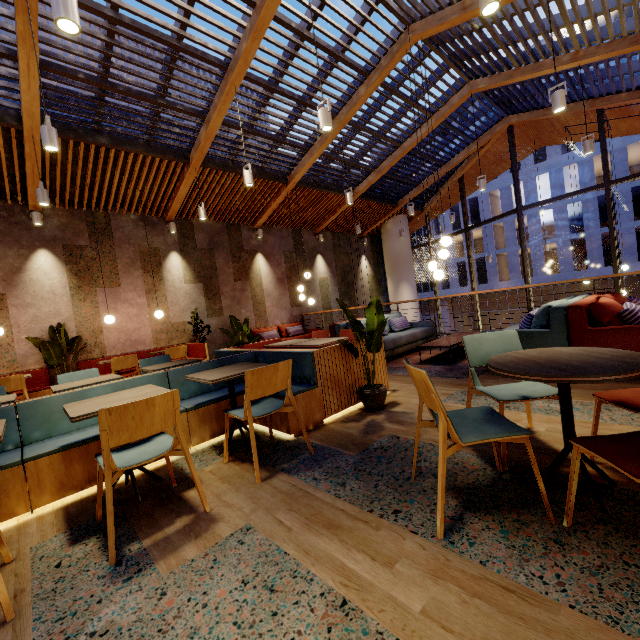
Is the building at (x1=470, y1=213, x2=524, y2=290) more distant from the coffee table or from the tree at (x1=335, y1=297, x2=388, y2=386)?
the tree at (x1=335, y1=297, x2=388, y2=386)

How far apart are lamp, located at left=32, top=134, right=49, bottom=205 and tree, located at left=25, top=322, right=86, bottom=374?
2.36m

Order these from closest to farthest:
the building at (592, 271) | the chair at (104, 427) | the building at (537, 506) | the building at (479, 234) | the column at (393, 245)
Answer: the building at (537, 506) → the chair at (104, 427) → the column at (393, 245) → the building at (592, 271) → the building at (479, 234)

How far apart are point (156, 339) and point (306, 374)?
6.13m

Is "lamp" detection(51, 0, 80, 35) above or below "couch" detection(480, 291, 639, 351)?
above

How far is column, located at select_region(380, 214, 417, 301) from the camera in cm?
1346

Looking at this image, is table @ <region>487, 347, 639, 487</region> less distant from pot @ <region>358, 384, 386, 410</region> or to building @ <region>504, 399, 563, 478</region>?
building @ <region>504, 399, 563, 478</region>

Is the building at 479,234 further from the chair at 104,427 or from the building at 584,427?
the chair at 104,427
